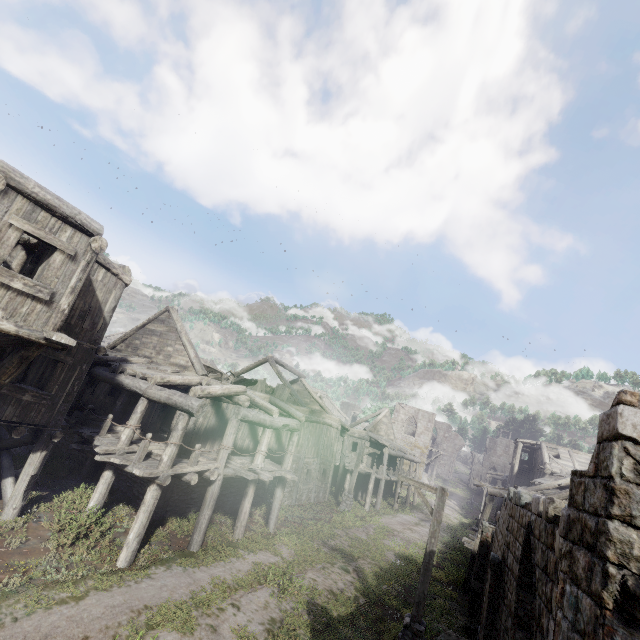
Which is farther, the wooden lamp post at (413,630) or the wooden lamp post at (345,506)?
the wooden lamp post at (345,506)

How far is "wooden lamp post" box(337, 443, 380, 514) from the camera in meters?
22.4 m

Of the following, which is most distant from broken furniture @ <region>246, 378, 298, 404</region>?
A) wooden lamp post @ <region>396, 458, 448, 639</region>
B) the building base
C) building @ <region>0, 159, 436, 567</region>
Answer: wooden lamp post @ <region>396, 458, 448, 639</region>

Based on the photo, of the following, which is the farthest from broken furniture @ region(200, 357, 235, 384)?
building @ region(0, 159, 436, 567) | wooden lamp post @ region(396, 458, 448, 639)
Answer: wooden lamp post @ region(396, 458, 448, 639)

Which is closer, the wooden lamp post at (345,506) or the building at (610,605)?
the building at (610,605)

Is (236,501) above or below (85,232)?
below

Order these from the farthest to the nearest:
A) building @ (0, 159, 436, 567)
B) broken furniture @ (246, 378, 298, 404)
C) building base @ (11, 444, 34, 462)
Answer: broken furniture @ (246, 378, 298, 404) → building base @ (11, 444, 34, 462) → building @ (0, 159, 436, 567)
